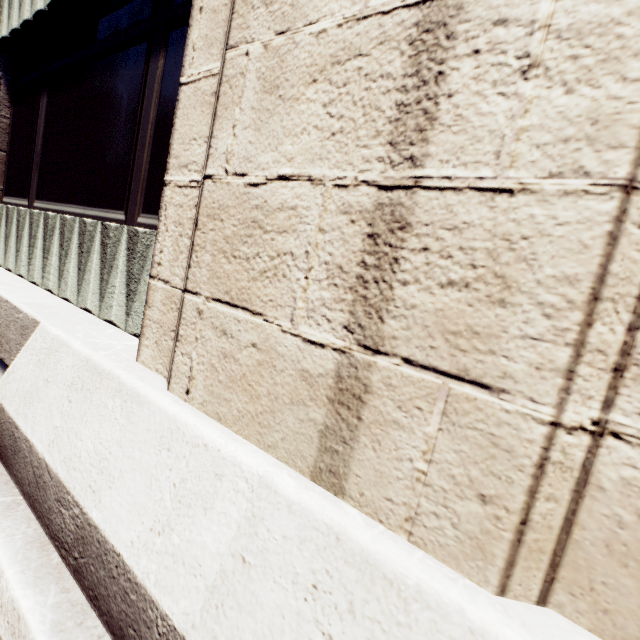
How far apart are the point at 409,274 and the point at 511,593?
1.14m
